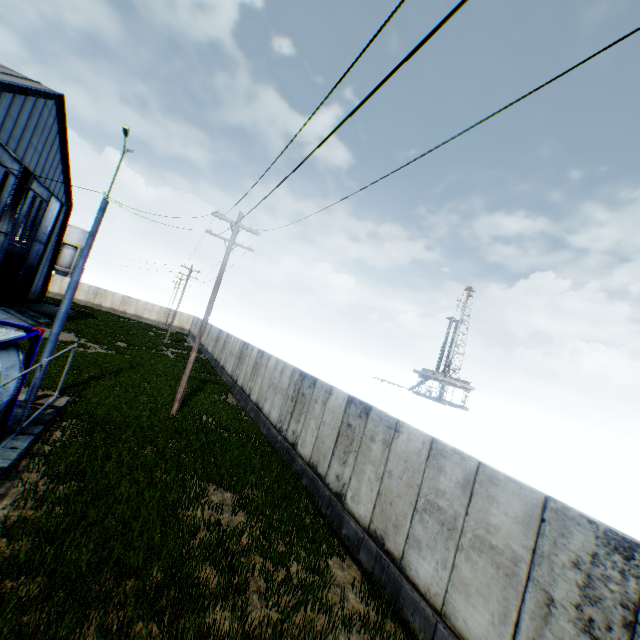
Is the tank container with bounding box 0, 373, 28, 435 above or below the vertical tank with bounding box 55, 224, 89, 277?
below

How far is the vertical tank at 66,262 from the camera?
56.38m

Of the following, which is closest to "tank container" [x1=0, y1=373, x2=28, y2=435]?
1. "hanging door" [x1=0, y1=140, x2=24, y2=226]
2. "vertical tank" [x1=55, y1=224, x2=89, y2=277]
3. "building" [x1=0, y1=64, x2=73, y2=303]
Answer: "building" [x1=0, y1=64, x2=73, y2=303]

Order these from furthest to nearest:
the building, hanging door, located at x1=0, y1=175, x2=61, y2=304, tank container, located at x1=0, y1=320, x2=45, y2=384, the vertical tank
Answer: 1. the vertical tank
2. hanging door, located at x1=0, y1=175, x2=61, y2=304
3. the building
4. tank container, located at x1=0, y1=320, x2=45, y2=384

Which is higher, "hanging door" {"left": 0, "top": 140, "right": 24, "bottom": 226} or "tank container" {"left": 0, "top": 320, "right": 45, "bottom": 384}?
"hanging door" {"left": 0, "top": 140, "right": 24, "bottom": 226}

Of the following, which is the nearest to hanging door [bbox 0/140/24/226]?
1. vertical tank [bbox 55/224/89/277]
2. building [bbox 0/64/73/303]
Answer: building [bbox 0/64/73/303]

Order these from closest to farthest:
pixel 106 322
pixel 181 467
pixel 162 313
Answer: pixel 181 467 → pixel 106 322 → pixel 162 313

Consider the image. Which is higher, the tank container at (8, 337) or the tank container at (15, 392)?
the tank container at (8, 337)
